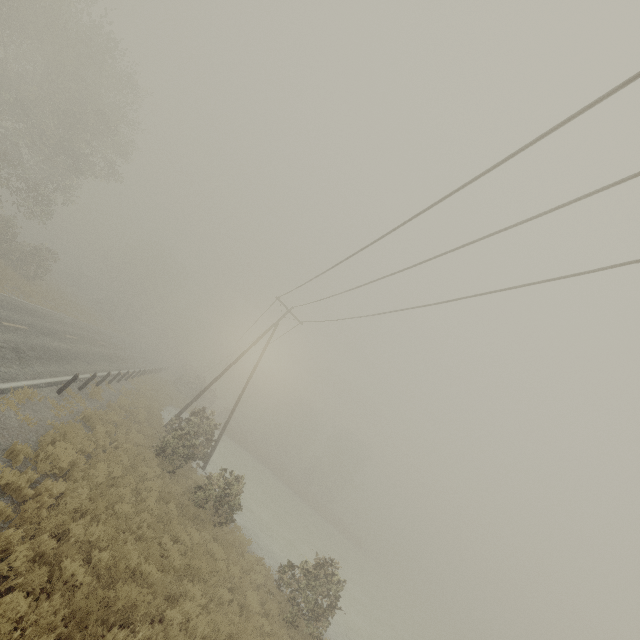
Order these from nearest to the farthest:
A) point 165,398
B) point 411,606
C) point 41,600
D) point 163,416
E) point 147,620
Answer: point 41,600, point 147,620, point 163,416, point 165,398, point 411,606
